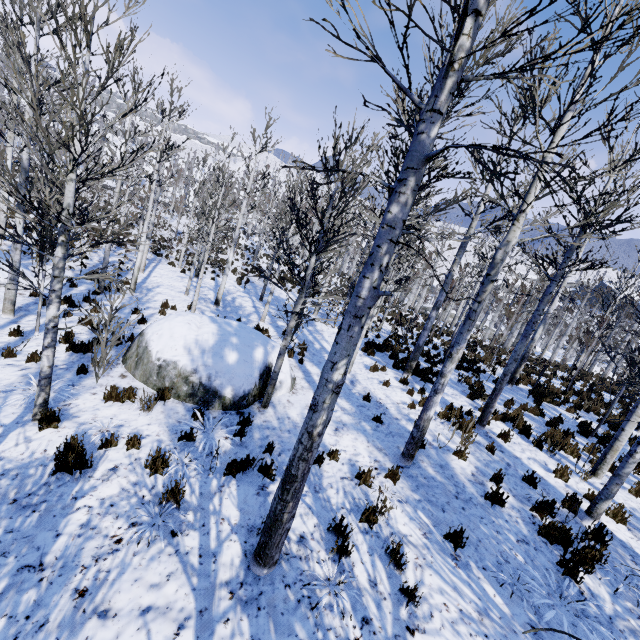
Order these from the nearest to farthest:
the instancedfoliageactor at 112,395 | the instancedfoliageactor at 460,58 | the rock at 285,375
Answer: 1. the instancedfoliageactor at 460,58
2. the instancedfoliageactor at 112,395
3. the rock at 285,375

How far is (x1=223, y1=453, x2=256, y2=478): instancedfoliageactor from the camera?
5.2m

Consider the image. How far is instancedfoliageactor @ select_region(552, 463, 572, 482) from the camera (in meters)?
7.35

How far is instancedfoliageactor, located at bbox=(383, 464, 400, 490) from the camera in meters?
5.9 m

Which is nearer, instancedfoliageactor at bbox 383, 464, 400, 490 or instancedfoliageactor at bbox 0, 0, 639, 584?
instancedfoliageactor at bbox 0, 0, 639, 584

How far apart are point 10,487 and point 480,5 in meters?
7.2 m

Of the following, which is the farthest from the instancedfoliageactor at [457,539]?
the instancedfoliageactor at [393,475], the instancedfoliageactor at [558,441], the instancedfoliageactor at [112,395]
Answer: the instancedfoliageactor at [393,475]

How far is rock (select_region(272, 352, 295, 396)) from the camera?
8.27m
